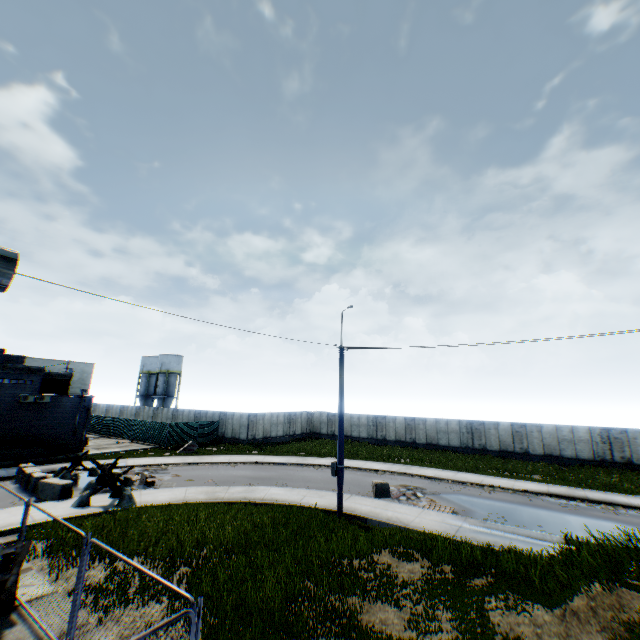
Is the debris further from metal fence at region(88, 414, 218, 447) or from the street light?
the street light

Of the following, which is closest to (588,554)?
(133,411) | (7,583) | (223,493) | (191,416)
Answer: (7,583)

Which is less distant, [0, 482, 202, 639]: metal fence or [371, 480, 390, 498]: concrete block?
[0, 482, 202, 639]: metal fence

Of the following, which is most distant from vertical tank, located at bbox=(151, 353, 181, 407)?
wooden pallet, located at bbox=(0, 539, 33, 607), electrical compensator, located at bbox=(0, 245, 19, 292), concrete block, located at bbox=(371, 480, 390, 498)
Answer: electrical compensator, located at bbox=(0, 245, 19, 292)

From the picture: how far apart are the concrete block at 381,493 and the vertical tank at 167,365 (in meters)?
48.52

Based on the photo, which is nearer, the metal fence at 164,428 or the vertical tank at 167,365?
the metal fence at 164,428

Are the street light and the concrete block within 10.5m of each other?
yes

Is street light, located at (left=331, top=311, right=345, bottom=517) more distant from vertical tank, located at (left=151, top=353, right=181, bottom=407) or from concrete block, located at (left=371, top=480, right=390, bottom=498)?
vertical tank, located at (left=151, top=353, right=181, bottom=407)
